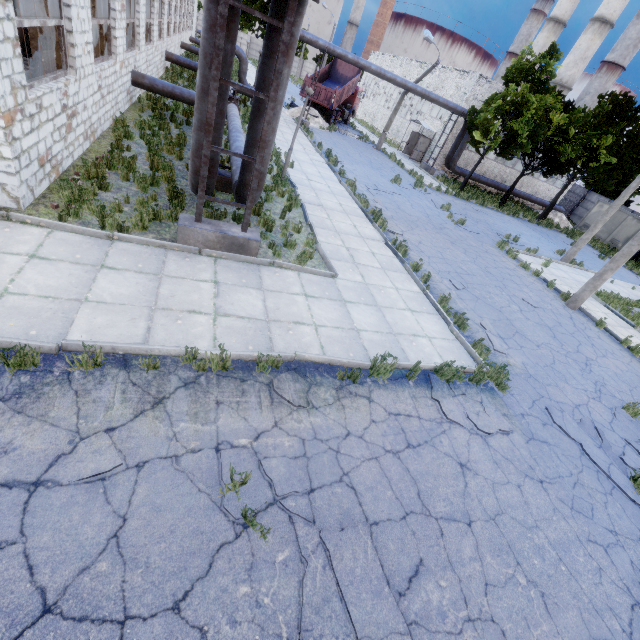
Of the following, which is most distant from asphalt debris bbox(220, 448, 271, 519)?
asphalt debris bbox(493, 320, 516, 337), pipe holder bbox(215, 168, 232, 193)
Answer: pipe holder bbox(215, 168, 232, 193)

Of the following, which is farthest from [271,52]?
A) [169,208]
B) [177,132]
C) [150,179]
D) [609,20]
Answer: [609,20]

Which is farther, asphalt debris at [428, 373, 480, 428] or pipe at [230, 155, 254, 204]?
pipe at [230, 155, 254, 204]

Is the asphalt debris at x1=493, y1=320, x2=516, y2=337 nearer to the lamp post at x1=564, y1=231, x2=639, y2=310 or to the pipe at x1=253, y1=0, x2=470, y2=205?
the lamp post at x1=564, y1=231, x2=639, y2=310

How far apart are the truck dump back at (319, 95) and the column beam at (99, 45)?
20.34m

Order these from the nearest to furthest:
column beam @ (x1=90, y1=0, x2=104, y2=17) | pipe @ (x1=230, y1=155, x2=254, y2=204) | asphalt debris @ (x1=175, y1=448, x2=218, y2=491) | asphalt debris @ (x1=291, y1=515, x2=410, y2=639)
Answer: asphalt debris @ (x1=291, y1=515, x2=410, y2=639) → asphalt debris @ (x1=175, y1=448, x2=218, y2=491) → pipe @ (x1=230, y1=155, x2=254, y2=204) → column beam @ (x1=90, y1=0, x2=104, y2=17)

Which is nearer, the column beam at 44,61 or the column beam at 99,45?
the column beam at 44,61

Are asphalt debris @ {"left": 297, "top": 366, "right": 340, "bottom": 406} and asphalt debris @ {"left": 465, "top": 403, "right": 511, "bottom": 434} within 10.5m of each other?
yes
